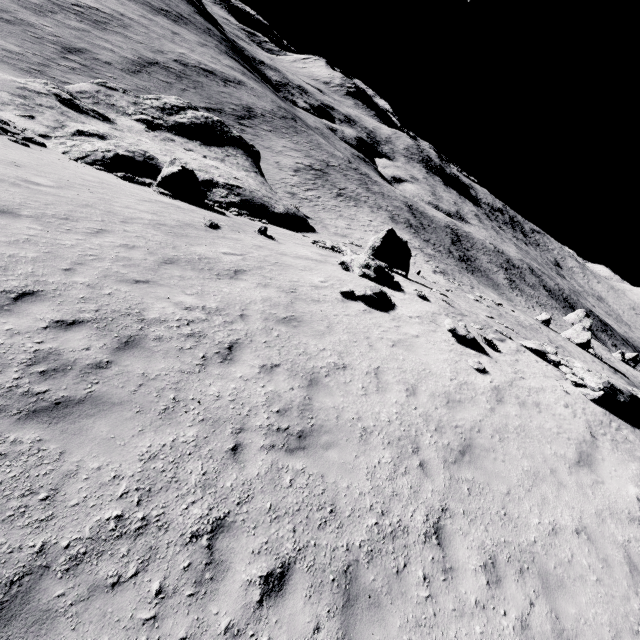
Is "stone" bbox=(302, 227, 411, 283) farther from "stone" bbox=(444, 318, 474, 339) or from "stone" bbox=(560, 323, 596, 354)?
"stone" bbox=(560, 323, 596, 354)

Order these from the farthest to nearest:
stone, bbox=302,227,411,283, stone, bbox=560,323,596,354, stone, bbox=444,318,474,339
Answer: stone, bbox=560,323,596,354 → stone, bbox=302,227,411,283 → stone, bbox=444,318,474,339

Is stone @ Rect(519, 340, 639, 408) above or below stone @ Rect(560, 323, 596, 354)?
above

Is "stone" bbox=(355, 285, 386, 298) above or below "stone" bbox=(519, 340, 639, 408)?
below

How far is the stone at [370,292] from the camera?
12.8m

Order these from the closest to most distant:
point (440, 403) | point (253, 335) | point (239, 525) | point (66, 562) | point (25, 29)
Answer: point (66, 562) < point (239, 525) < point (253, 335) < point (440, 403) < point (25, 29)

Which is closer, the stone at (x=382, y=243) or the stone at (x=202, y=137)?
the stone at (x=382, y=243)

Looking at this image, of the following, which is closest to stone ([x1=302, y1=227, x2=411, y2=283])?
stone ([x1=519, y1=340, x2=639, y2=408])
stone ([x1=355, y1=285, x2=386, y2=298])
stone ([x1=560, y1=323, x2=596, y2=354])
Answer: stone ([x1=519, y1=340, x2=639, y2=408])
